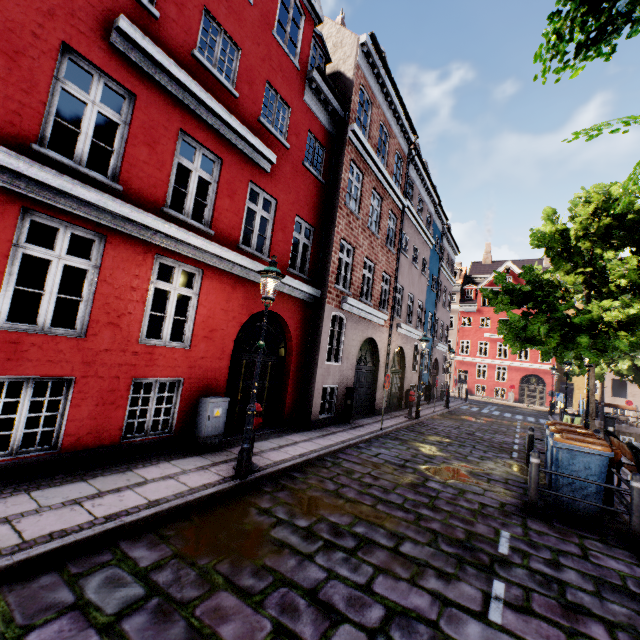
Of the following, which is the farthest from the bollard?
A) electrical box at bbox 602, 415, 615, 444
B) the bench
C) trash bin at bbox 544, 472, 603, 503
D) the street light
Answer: electrical box at bbox 602, 415, 615, 444

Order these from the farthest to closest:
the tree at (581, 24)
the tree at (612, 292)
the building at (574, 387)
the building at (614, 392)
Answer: the building at (574, 387) < the building at (614, 392) < the tree at (612, 292) < the tree at (581, 24)

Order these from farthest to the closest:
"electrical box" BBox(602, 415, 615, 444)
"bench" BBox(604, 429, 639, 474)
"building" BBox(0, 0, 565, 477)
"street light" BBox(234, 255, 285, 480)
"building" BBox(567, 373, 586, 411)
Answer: "building" BBox(567, 373, 586, 411), "electrical box" BBox(602, 415, 615, 444), "bench" BBox(604, 429, 639, 474), "street light" BBox(234, 255, 285, 480), "building" BBox(0, 0, 565, 477)

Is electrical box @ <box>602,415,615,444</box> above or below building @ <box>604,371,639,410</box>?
below

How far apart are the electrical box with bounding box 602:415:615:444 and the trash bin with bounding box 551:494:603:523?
10.8 meters

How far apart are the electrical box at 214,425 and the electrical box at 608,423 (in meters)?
16.50

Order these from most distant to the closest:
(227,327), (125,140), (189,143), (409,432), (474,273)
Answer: (474,273) < (409,432) < (227,327) < (189,143) < (125,140)

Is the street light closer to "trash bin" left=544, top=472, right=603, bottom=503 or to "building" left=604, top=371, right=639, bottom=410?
"building" left=604, top=371, right=639, bottom=410
